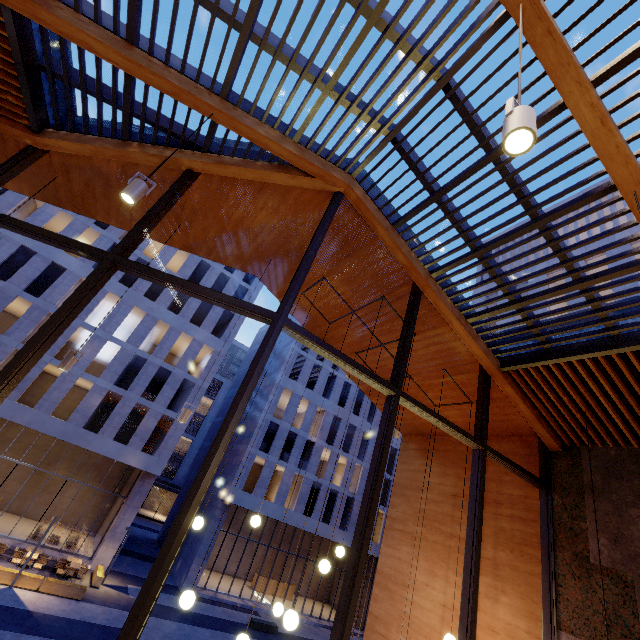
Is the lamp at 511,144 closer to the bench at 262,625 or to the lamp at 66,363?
the lamp at 66,363

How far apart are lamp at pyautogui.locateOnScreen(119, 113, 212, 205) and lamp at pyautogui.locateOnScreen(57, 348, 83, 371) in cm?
319

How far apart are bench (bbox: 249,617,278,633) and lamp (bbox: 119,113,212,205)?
27.6 meters

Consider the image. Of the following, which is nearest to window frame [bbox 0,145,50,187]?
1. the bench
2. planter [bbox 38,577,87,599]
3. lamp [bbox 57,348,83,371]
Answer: lamp [bbox 57,348,83,371]

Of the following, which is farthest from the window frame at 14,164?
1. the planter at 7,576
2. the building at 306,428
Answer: the building at 306,428

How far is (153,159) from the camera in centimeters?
480cm

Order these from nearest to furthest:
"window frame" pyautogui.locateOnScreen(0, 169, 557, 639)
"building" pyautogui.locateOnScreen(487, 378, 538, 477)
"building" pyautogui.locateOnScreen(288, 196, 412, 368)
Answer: "window frame" pyautogui.locateOnScreen(0, 169, 557, 639)
"building" pyautogui.locateOnScreen(288, 196, 412, 368)
"building" pyautogui.locateOnScreen(487, 378, 538, 477)

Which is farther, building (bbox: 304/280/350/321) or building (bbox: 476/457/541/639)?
building (bbox: 304/280/350/321)
